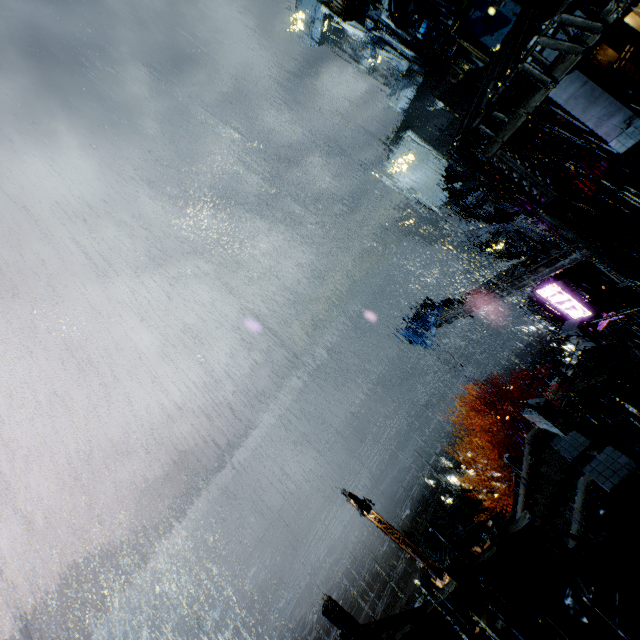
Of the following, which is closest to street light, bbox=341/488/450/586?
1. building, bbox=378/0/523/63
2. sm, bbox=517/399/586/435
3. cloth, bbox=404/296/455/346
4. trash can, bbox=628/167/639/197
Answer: sm, bbox=517/399/586/435

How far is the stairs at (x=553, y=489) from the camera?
11.7m

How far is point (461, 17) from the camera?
51.3 meters

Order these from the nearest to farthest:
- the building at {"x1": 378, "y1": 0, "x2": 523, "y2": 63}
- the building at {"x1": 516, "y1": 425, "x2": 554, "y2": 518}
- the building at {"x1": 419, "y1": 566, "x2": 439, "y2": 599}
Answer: the building at {"x1": 516, "y1": 425, "x2": 554, "y2": 518}
the building at {"x1": 419, "y1": 566, "x2": 439, "y2": 599}
the building at {"x1": 378, "y1": 0, "x2": 523, "y2": 63}

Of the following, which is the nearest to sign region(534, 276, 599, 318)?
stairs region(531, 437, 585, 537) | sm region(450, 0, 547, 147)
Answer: stairs region(531, 437, 585, 537)

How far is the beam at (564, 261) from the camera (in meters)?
12.49

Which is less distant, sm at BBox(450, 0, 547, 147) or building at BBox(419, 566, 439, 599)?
sm at BBox(450, 0, 547, 147)

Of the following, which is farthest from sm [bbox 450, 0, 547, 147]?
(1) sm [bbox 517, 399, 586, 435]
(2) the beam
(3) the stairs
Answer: (3) the stairs
